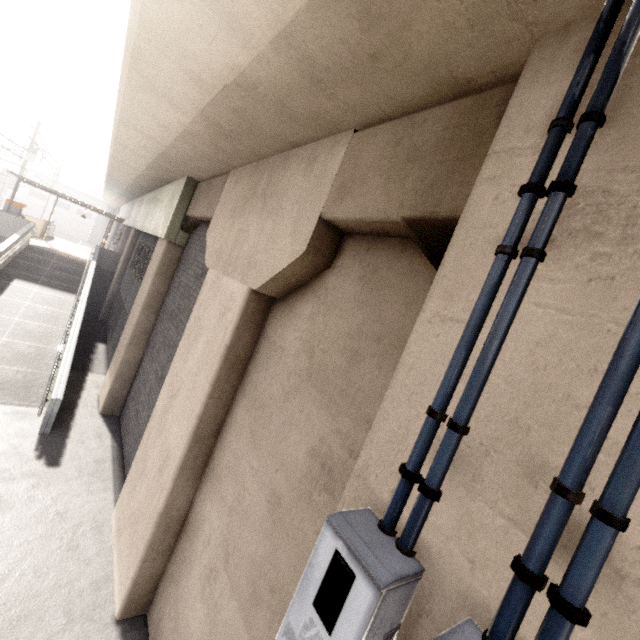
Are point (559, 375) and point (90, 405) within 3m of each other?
no

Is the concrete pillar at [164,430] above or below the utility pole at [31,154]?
below

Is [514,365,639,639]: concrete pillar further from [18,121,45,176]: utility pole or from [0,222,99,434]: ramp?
[18,121,45,176]: utility pole

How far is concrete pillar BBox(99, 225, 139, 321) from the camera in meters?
16.8 m

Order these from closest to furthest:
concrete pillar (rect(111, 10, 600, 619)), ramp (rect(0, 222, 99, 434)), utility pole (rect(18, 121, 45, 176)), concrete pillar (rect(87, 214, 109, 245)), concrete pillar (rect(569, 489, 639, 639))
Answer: concrete pillar (rect(569, 489, 639, 639)), concrete pillar (rect(111, 10, 600, 619)), ramp (rect(0, 222, 99, 434)), utility pole (rect(18, 121, 45, 176)), concrete pillar (rect(87, 214, 109, 245))

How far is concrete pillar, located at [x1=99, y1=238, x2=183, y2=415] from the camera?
8.87m

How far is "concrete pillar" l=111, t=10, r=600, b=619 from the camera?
1.7 meters

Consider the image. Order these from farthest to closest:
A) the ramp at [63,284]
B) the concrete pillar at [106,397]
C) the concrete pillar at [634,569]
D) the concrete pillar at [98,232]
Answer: the concrete pillar at [98,232]
the concrete pillar at [106,397]
the ramp at [63,284]
the concrete pillar at [634,569]
